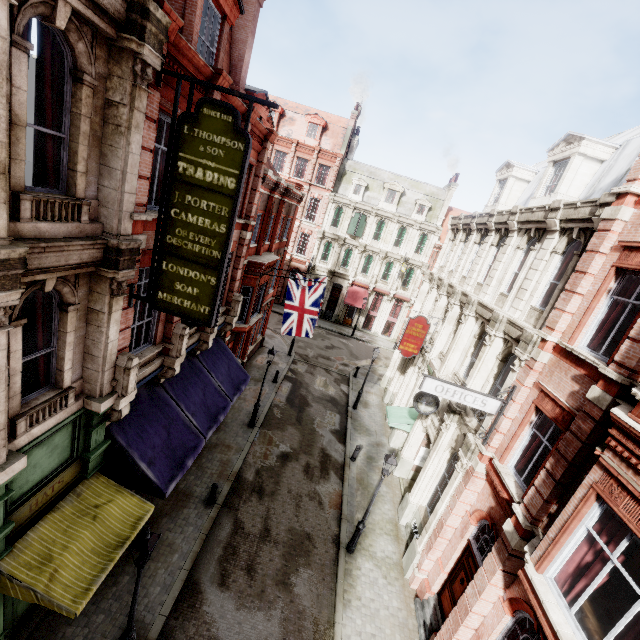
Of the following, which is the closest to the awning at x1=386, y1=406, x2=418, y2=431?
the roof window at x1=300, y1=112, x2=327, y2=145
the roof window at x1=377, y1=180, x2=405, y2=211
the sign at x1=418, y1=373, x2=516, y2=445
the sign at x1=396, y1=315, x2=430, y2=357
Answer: the sign at x1=396, y1=315, x2=430, y2=357

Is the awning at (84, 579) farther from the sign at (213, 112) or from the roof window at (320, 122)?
the roof window at (320, 122)

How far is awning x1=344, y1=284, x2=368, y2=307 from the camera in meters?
36.6 m

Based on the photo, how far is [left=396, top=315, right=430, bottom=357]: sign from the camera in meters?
17.4 m

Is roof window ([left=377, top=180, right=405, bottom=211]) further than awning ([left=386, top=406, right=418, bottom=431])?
Yes

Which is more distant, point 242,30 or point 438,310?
point 438,310

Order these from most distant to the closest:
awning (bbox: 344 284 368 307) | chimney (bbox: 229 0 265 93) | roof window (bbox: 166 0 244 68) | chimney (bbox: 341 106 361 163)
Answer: awning (bbox: 344 284 368 307) → chimney (bbox: 341 106 361 163) → chimney (bbox: 229 0 265 93) → roof window (bbox: 166 0 244 68)

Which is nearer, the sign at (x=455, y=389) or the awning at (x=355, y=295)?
the sign at (x=455, y=389)
